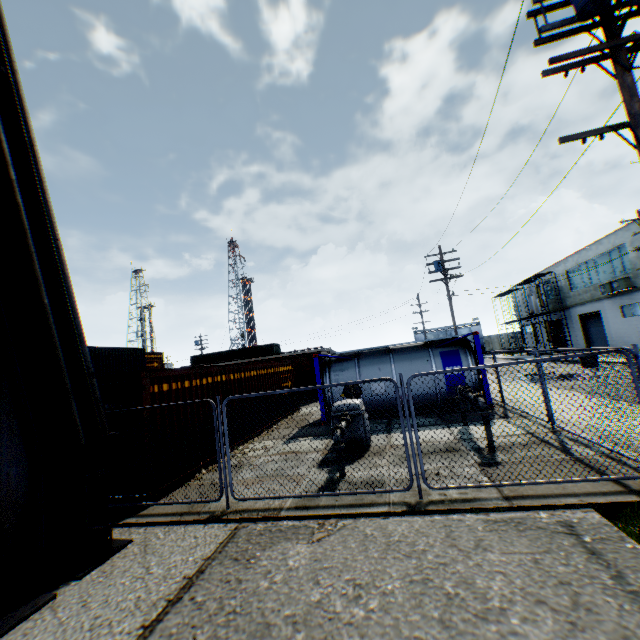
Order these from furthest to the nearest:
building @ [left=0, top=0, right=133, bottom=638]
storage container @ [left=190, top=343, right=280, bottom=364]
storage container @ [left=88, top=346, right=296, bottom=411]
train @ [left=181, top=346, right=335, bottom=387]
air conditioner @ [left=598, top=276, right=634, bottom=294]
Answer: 1. storage container @ [left=190, top=343, right=280, bottom=364]
2. air conditioner @ [left=598, top=276, right=634, bottom=294]
3. train @ [left=181, top=346, right=335, bottom=387]
4. storage container @ [left=88, top=346, right=296, bottom=411]
5. building @ [left=0, top=0, right=133, bottom=638]

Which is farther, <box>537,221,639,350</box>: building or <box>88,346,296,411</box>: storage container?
<box>537,221,639,350</box>: building

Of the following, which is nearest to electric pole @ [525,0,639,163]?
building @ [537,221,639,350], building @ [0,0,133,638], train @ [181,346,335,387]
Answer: building @ [0,0,133,638]

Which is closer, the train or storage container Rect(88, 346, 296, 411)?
storage container Rect(88, 346, 296, 411)

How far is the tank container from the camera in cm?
1300

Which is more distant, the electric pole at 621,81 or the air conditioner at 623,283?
the air conditioner at 623,283

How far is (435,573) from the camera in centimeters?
304cm

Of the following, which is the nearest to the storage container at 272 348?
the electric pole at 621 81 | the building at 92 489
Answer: the electric pole at 621 81
